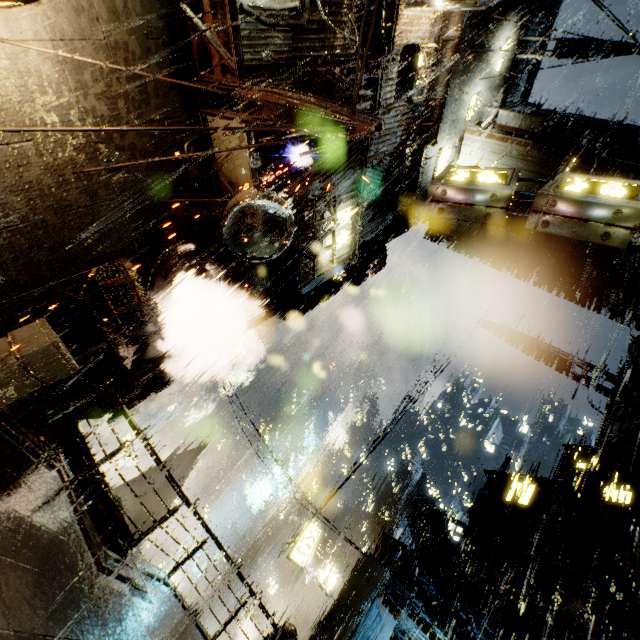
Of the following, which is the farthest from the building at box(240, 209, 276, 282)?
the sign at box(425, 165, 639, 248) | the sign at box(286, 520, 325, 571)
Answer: the sign at box(286, 520, 325, 571)

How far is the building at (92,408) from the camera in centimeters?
999cm

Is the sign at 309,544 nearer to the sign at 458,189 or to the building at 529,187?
the building at 529,187

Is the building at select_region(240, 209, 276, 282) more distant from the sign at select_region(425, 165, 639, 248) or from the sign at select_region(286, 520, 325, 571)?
the sign at select_region(286, 520, 325, 571)

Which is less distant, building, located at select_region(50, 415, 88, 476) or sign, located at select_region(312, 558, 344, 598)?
building, located at select_region(50, 415, 88, 476)

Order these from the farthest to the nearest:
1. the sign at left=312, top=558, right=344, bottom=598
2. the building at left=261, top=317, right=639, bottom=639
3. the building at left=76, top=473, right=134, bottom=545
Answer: the sign at left=312, top=558, right=344, bottom=598, the building at left=261, top=317, right=639, bottom=639, the building at left=76, top=473, right=134, bottom=545

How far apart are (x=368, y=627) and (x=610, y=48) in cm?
2834
